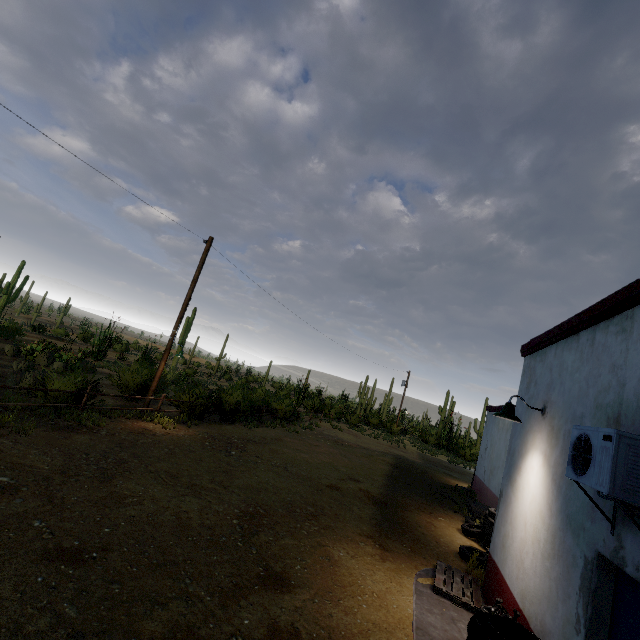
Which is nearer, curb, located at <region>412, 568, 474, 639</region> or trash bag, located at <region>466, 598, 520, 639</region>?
trash bag, located at <region>466, 598, 520, 639</region>

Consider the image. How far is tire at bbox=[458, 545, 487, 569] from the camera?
7.3 meters

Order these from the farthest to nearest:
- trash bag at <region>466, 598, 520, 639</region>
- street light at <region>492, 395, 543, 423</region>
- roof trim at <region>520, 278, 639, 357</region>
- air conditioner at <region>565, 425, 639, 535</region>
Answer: street light at <region>492, 395, 543, 423</region>
trash bag at <region>466, 598, 520, 639</region>
roof trim at <region>520, 278, 639, 357</region>
air conditioner at <region>565, 425, 639, 535</region>

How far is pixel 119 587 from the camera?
3.8m

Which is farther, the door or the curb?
the curb

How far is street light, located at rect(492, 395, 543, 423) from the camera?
5.3m

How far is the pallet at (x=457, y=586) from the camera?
5.58m

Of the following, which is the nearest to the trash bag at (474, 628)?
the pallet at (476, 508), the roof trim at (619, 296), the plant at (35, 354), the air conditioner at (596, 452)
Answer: the air conditioner at (596, 452)
